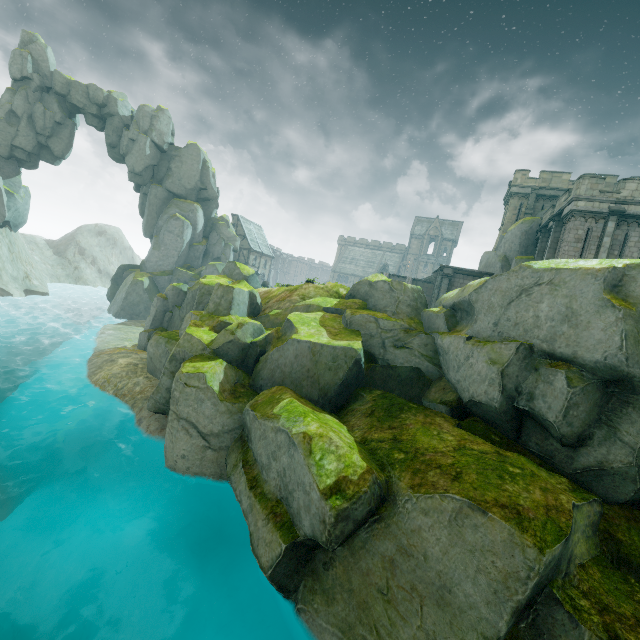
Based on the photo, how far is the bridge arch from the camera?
34.44m

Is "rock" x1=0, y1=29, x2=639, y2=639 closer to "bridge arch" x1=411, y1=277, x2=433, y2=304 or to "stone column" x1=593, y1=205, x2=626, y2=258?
"stone column" x1=593, y1=205, x2=626, y2=258

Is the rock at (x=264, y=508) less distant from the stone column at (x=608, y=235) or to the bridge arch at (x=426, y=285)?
the stone column at (x=608, y=235)

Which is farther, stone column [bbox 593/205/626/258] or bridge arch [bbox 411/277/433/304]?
bridge arch [bbox 411/277/433/304]

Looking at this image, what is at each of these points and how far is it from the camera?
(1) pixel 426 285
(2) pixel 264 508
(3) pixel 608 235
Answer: (1) bridge arch, 34.6m
(2) rock, 9.5m
(3) stone column, 19.2m

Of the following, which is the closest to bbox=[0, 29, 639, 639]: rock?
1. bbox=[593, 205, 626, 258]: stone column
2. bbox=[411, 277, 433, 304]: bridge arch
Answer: bbox=[593, 205, 626, 258]: stone column
